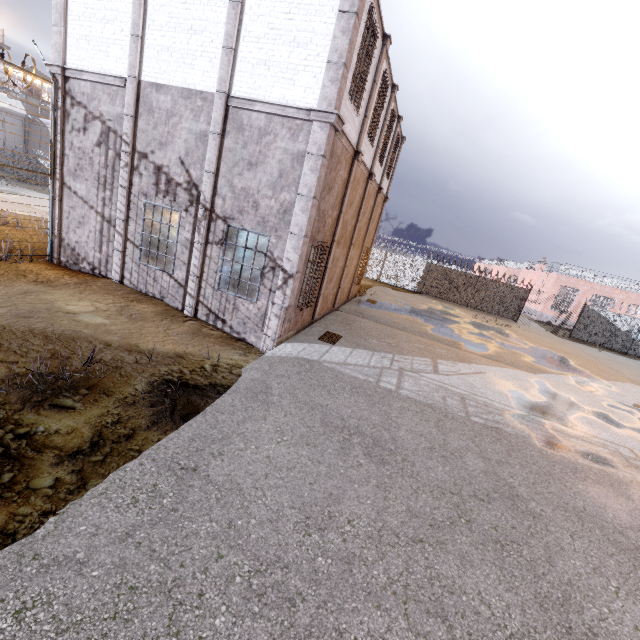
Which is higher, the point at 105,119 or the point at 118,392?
the point at 105,119

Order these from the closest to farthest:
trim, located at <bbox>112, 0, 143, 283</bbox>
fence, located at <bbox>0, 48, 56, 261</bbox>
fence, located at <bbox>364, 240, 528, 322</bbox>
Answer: trim, located at <bbox>112, 0, 143, 283</bbox> → fence, located at <bbox>0, 48, 56, 261</bbox> → fence, located at <bbox>364, 240, 528, 322</bbox>

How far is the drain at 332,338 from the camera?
10.20m

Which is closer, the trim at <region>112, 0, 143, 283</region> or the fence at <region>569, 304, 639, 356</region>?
the trim at <region>112, 0, 143, 283</region>

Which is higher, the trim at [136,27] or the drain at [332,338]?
the trim at [136,27]

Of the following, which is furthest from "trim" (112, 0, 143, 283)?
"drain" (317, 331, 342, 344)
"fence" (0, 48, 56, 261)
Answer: "drain" (317, 331, 342, 344)
